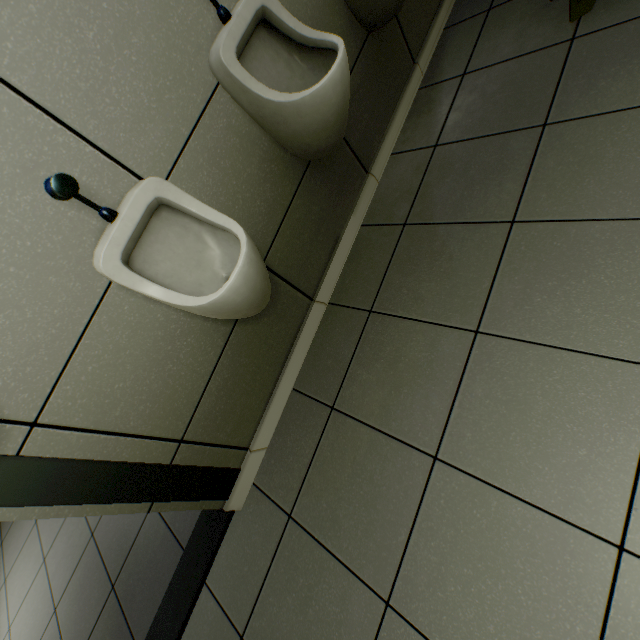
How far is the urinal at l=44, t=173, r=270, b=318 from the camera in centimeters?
95cm

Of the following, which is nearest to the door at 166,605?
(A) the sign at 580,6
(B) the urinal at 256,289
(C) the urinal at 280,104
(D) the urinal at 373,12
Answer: (B) the urinal at 256,289

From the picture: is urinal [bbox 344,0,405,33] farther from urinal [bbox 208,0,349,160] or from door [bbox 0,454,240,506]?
door [bbox 0,454,240,506]

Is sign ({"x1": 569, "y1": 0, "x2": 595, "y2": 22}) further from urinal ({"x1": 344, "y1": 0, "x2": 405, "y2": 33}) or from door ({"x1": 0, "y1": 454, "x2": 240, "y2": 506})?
door ({"x1": 0, "y1": 454, "x2": 240, "y2": 506})

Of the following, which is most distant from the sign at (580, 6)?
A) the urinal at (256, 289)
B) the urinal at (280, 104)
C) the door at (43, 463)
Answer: the door at (43, 463)

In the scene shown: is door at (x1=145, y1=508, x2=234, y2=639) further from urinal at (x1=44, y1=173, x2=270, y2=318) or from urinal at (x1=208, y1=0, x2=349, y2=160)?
urinal at (x1=208, y1=0, x2=349, y2=160)

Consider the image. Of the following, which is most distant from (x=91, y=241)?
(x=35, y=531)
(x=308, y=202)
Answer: (x=35, y=531)

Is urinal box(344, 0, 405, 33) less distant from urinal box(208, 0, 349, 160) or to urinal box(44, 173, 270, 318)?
urinal box(208, 0, 349, 160)
